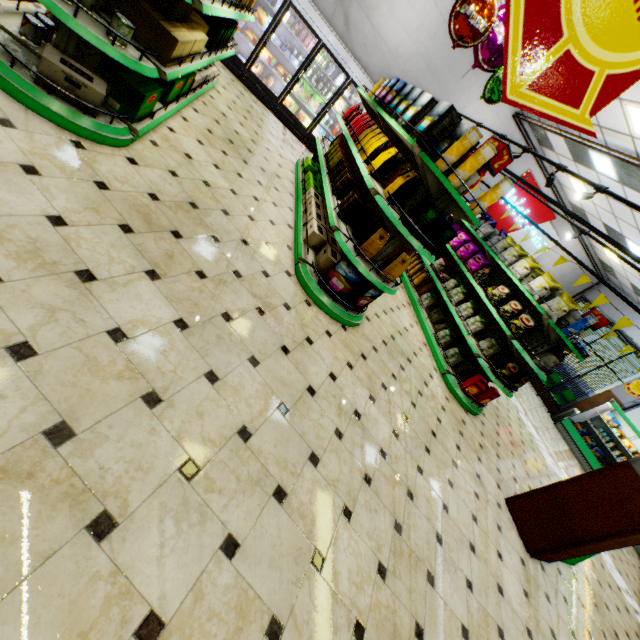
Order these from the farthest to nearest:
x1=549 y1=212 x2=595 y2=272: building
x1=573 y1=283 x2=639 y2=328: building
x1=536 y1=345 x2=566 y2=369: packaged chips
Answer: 1. x1=573 y1=283 x2=639 y2=328: building
2. x1=549 y1=212 x2=595 y2=272: building
3. x1=536 y1=345 x2=566 y2=369: packaged chips

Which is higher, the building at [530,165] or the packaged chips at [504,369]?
the building at [530,165]

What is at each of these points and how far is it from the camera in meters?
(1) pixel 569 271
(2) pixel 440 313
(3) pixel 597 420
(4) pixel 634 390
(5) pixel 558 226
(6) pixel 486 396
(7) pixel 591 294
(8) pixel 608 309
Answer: (1) building, 13.8
(2) packaged chips, 7.0
(3) refrigerated case, 12.0
(4) sign, 11.6
(5) building, 12.3
(6) boxed food, 5.8
(7) building, 14.4
(8) building, 13.7

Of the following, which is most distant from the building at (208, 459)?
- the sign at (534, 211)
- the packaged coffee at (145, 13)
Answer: the packaged coffee at (145, 13)

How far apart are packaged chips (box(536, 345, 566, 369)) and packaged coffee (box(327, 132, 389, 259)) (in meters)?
3.77

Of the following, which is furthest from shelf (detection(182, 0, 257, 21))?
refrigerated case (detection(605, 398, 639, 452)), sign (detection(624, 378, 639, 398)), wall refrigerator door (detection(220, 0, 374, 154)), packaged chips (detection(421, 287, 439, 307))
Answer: sign (detection(624, 378, 639, 398))

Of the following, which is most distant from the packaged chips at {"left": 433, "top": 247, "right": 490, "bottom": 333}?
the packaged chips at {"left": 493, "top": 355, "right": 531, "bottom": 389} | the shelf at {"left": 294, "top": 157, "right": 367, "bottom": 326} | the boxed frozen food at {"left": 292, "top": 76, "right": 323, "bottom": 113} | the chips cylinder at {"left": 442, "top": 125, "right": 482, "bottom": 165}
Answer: the boxed frozen food at {"left": 292, "top": 76, "right": 323, "bottom": 113}

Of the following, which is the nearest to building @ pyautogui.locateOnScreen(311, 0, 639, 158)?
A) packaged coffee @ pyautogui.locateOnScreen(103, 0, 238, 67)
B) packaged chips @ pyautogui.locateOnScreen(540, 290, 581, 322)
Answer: packaged coffee @ pyautogui.locateOnScreen(103, 0, 238, 67)
